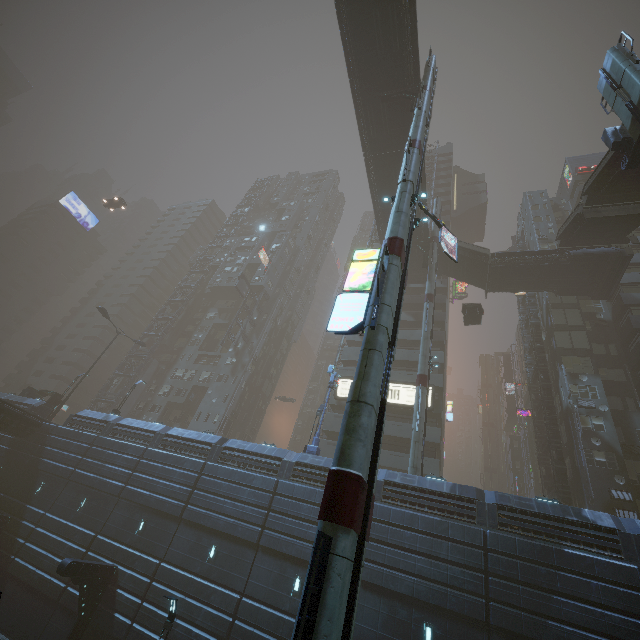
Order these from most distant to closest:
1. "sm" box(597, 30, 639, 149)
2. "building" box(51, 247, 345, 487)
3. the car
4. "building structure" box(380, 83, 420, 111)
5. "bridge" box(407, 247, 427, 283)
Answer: the car
"bridge" box(407, 247, 427, 283)
"building structure" box(380, 83, 420, 111)
"building" box(51, 247, 345, 487)
"sm" box(597, 30, 639, 149)

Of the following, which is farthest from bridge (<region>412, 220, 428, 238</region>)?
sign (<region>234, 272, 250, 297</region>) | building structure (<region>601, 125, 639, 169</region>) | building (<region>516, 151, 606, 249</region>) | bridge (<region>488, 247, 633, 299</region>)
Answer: sign (<region>234, 272, 250, 297</region>)

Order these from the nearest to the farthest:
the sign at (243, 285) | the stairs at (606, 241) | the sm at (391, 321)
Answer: the sm at (391, 321) → the stairs at (606, 241) → the sign at (243, 285)

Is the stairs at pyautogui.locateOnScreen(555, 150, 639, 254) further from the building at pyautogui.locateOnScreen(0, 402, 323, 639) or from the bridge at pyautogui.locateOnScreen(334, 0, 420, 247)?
the building at pyautogui.locateOnScreen(0, 402, 323, 639)

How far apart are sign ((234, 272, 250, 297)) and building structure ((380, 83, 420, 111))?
32.47m

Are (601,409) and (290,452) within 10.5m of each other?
no

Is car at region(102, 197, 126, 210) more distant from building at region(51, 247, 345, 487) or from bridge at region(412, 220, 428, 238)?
bridge at region(412, 220, 428, 238)

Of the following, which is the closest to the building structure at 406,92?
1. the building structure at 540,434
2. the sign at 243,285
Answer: the building structure at 540,434
